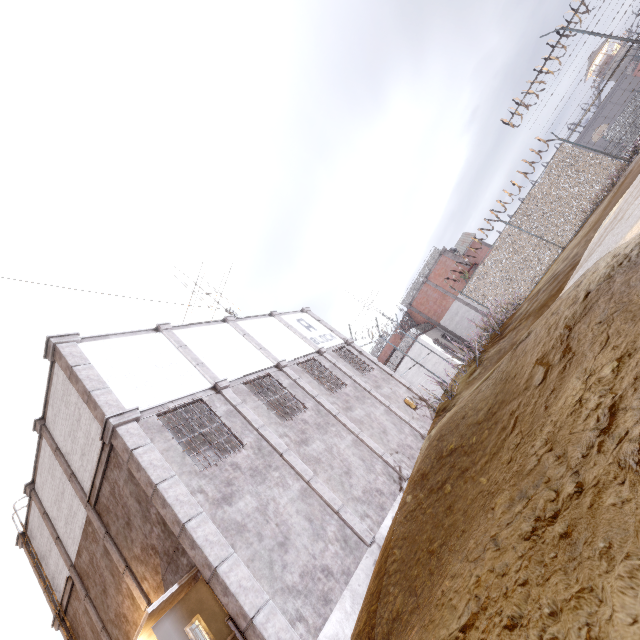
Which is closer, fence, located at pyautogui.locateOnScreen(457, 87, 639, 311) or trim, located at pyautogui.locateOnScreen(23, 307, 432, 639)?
trim, located at pyautogui.locateOnScreen(23, 307, 432, 639)

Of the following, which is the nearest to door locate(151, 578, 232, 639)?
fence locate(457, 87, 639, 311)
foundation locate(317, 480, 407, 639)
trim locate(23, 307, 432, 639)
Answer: trim locate(23, 307, 432, 639)

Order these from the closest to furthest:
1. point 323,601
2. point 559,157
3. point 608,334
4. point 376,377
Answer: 1. point 608,334
2. point 323,601
3. point 559,157
4. point 376,377

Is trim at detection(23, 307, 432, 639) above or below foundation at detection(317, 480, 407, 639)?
above

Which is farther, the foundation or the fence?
the fence

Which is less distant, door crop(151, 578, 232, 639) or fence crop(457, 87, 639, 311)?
door crop(151, 578, 232, 639)

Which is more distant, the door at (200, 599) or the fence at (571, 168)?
the fence at (571, 168)

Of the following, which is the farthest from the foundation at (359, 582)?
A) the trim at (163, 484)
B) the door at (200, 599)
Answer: the door at (200, 599)
